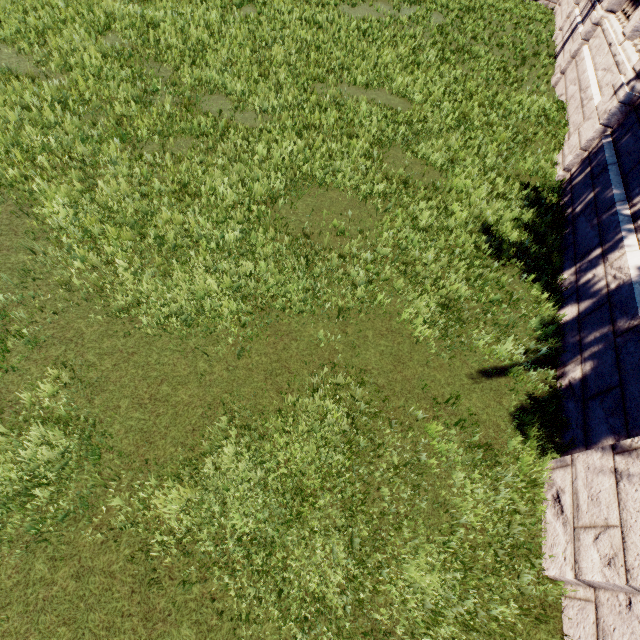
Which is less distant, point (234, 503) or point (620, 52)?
point (234, 503)
